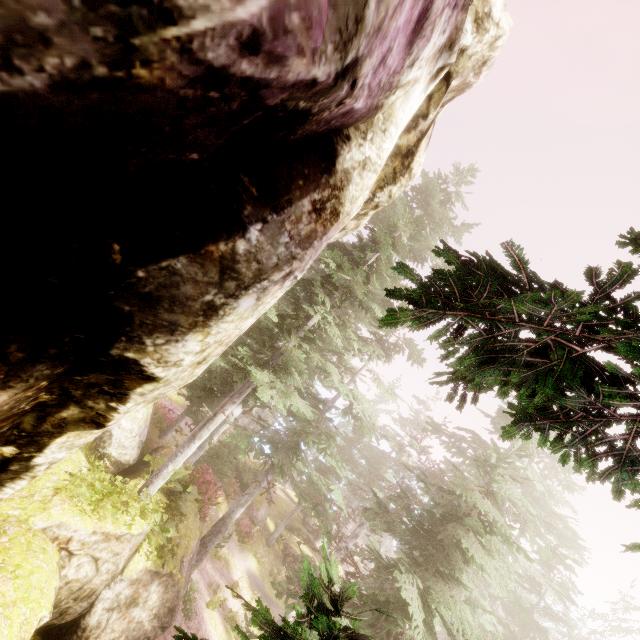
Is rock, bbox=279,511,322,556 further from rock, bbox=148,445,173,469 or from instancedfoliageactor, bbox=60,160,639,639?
rock, bbox=148,445,173,469

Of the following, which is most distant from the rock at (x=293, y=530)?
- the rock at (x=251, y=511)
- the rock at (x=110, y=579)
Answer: the rock at (x=110, y=579)

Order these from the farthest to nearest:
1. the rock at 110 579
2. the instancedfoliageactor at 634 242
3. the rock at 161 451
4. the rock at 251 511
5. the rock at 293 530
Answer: the rock at 293 530 → the rock at 251 511 → the rock at 161 451 → the instancedfoliageactor at 634 242 → the rock at 110 579

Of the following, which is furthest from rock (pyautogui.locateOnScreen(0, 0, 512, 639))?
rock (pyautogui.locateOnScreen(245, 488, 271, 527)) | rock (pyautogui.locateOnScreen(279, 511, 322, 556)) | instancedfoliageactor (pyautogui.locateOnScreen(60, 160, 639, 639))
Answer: rock (pyautogui.locateOnScreen(279, 511, 322, 556))

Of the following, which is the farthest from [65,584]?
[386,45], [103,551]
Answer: [386,45]

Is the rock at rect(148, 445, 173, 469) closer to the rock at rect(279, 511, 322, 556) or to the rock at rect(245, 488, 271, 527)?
the rock at rect(245, 488, 271, 527)

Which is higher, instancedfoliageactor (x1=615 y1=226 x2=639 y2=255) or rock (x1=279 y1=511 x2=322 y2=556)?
instancedfoliageactor (x1=615 y1=226 x2=639 y2=255)

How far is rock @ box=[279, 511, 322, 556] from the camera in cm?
2808
